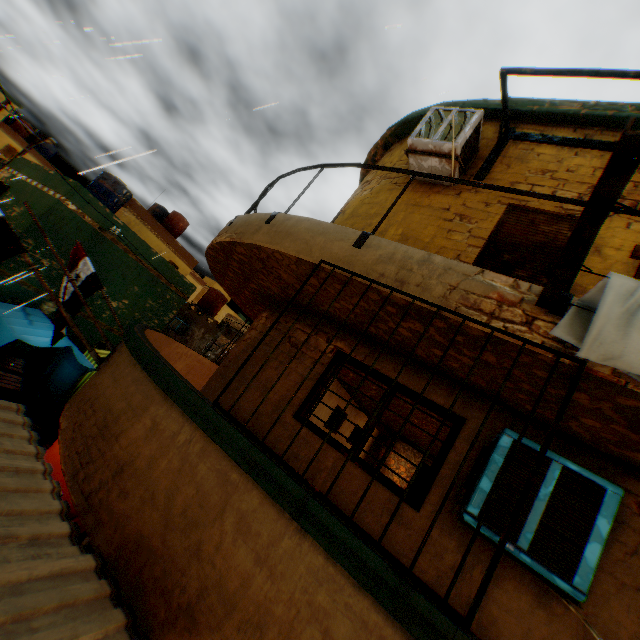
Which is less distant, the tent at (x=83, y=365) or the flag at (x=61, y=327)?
the flag at (x=61, y=327)

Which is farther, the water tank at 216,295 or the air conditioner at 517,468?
the water tank at 216,295

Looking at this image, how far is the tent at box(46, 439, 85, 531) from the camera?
7.14m

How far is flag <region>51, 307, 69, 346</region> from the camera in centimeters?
659cm

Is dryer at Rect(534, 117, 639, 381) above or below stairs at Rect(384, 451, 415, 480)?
above

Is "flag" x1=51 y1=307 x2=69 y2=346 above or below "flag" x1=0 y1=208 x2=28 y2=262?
below

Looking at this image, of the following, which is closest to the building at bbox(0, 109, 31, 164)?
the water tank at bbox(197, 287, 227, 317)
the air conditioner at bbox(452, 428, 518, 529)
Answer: the air conditioner at bbox(452, 428, 518, 529)

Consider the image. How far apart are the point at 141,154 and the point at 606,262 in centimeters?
563cm
